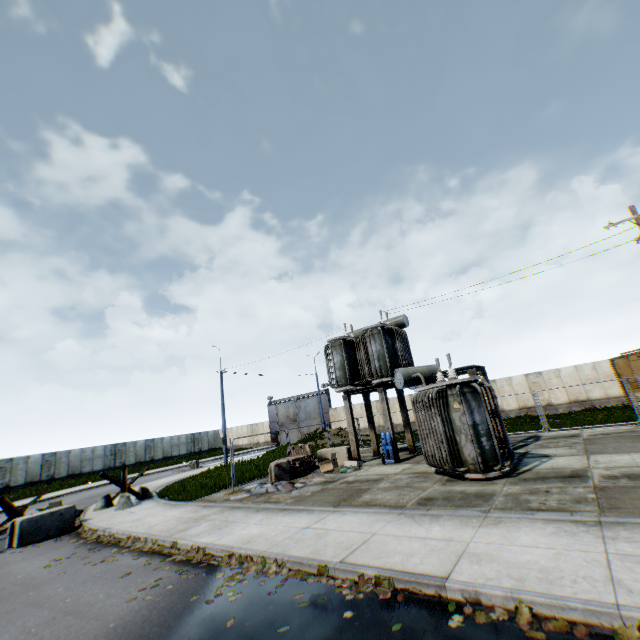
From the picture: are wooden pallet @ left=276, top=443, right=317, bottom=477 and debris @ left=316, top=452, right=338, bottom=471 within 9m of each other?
yes

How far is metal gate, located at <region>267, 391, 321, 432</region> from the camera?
42.3m

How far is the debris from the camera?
15.08m

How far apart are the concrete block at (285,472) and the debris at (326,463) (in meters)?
1.29

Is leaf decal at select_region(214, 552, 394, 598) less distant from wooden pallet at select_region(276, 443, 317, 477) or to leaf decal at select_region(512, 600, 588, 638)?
leaf decal at select_region(512, 600, 588, 638)

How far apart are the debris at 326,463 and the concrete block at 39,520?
9.8m

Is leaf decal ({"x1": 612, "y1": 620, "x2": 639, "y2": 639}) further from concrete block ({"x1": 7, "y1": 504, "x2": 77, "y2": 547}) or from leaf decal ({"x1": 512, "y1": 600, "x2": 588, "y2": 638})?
concrete block ({"x1": 7, "y1": 504, "x2": 77, "y2": 547})

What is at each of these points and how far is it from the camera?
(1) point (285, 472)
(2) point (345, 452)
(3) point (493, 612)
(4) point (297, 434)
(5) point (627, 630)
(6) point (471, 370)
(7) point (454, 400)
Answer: (1) concrete block, 14.49m
(2) concrete block, 16.50m
(3) leaf decal, 3.92m
(4) metal gate, 43.44m
(5) leaf decal, 3.28m
(6) concrete support, 13.60m
(7) electrical compensator, 10.19m
